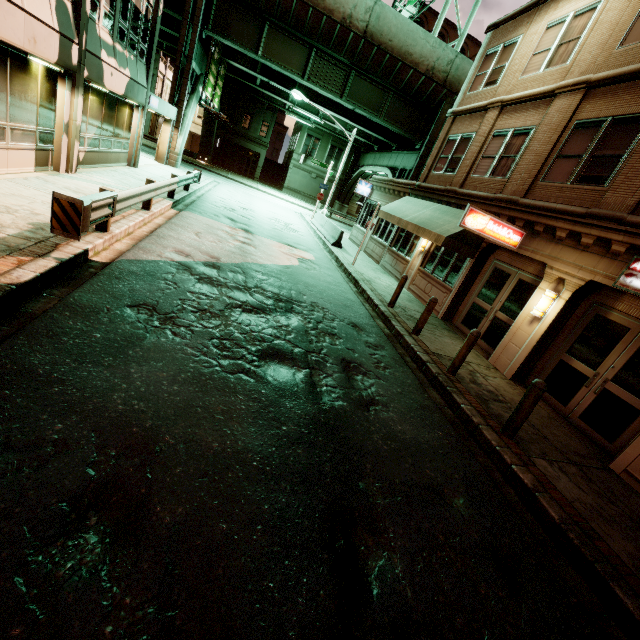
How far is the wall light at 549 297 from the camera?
8.52m

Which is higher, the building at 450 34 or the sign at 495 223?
the building at 450 34

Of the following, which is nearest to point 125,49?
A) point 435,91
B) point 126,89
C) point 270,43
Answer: point 126,89

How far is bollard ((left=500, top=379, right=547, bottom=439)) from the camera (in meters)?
5.73

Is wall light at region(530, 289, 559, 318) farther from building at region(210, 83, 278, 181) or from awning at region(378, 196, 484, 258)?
building at region(210, 83, 278, 181)

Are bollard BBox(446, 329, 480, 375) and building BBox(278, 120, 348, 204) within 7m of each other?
no

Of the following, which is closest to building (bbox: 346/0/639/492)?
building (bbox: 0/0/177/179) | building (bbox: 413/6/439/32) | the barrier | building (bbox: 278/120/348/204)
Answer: the barrier

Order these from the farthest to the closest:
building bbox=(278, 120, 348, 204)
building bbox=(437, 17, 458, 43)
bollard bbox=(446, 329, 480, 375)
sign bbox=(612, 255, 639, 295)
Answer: building bbox=(278, 120, 348, 204) < building bbox=(437, 17, 458, 43) < bollard bbox=(446, 329, 480, 375) < sign bbox=(612, 255, 639, 295)
